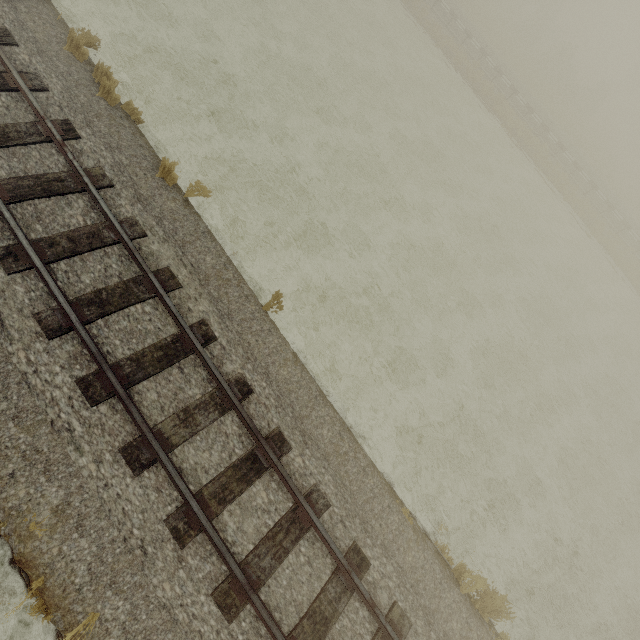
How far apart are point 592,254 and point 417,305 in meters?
19.4 m
